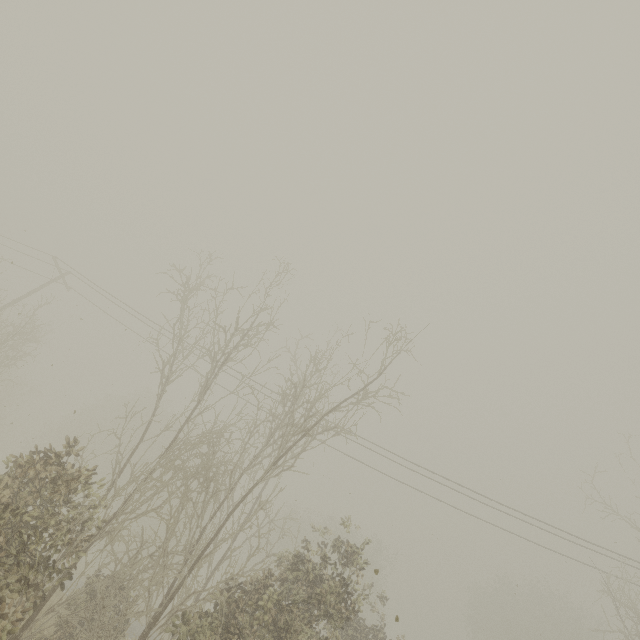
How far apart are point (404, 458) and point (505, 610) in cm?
3641
